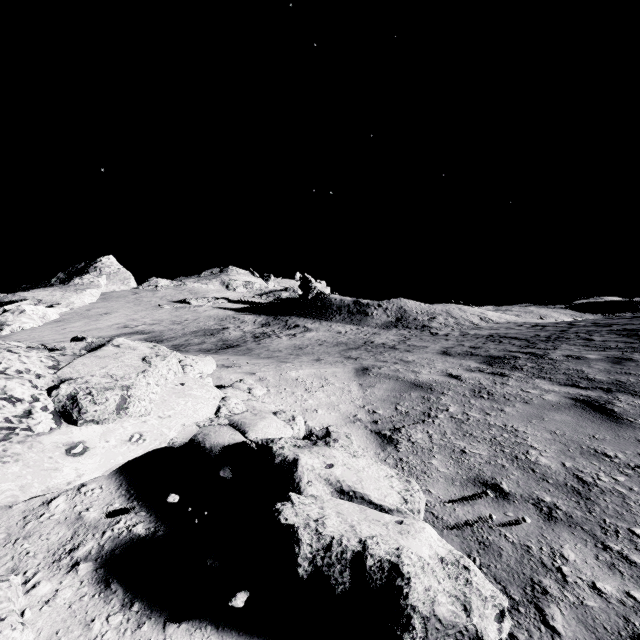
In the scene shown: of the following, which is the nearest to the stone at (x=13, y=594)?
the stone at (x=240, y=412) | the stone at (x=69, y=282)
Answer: the stone at (x=240, y=412)

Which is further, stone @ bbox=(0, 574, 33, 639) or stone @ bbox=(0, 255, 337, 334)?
stone @ bbox=(0, 255, 337, 334)

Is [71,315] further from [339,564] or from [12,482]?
[339,564]

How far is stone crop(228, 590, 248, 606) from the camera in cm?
152

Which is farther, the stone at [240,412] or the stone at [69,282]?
the stone at [69,282]

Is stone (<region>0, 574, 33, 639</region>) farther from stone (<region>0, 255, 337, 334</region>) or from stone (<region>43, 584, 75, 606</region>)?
stone (<region>0, 255, 337, 334</region>)

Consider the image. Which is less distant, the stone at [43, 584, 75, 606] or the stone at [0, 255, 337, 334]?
the stone at [43, 584, 75, 606]

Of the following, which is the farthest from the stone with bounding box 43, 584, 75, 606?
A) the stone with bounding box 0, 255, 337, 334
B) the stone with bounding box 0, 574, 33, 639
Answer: the stone with bounding box 0, 255, 337, 334
